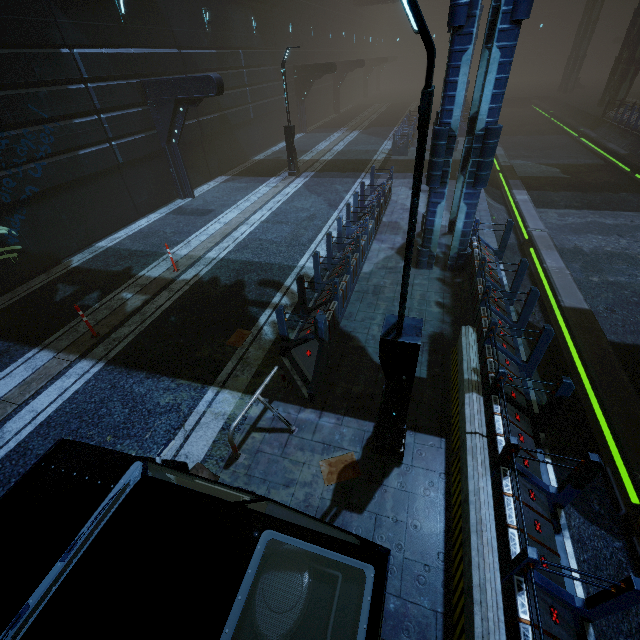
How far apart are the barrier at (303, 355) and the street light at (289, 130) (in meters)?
14.28

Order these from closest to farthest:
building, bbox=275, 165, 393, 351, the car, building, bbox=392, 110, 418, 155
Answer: the car → building, bbox=275, 165, 393, 351 → building, bbox=392, 110, 418, 155

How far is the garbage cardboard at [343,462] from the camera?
4.94m

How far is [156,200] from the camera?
15.39m

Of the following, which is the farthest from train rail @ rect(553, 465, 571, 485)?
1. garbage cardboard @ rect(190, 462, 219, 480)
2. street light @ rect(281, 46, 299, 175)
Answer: street light @ rect(281, 46, 299, 175)

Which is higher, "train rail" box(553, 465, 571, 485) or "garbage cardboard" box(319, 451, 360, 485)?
"garbage cardboard" box(319, 451, 360, 485)

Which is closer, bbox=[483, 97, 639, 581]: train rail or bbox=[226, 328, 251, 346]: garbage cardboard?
bbox=[483, 97, 639, 581]: train rail

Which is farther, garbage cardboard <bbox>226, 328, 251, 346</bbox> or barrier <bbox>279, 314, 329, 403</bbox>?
garbage cardboard <bbox>226, 328, 251, 346</bbox>
